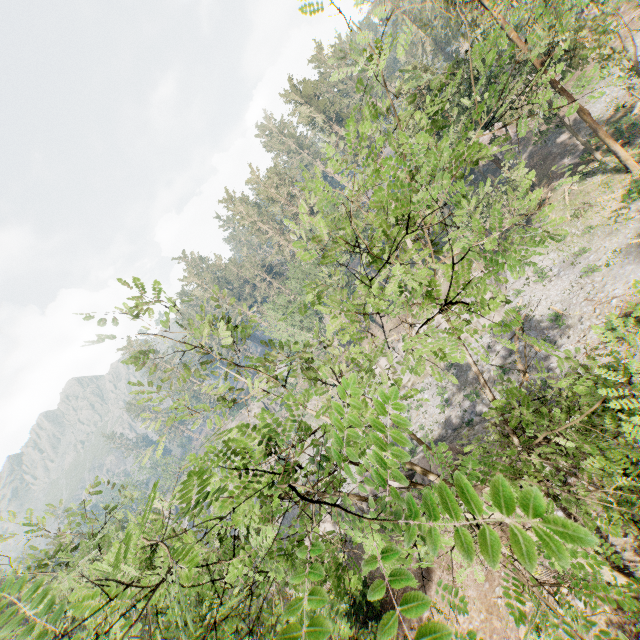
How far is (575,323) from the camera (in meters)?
24.25

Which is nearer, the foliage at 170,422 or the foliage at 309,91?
the foliage at 170,422

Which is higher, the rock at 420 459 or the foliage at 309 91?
the foliage at 309 91

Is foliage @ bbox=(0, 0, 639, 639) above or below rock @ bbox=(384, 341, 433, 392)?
above

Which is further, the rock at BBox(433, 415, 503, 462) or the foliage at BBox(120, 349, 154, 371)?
the rock at BBox(433, 415, 503, 462)

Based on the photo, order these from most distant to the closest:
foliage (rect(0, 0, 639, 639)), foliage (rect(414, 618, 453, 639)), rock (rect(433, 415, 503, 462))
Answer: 1. rock (rect(433, 415, 503, 462))
2. foliage (rect(0, 0, 639, 639))
3. foliage (rect(414, 618, 453, 639))

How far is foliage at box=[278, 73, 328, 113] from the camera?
57.2 meters

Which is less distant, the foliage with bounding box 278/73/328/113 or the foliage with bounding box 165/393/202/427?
the foliage with bounding box 165/393/202/427
